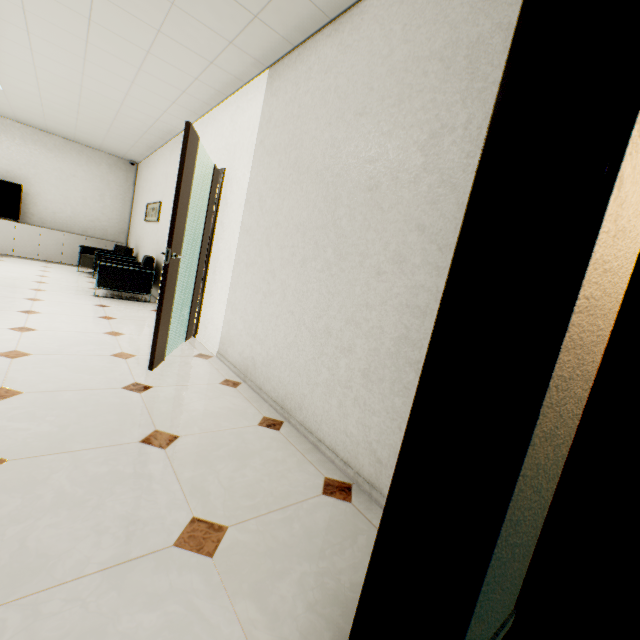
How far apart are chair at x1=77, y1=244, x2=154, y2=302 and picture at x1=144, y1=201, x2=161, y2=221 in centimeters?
73cm

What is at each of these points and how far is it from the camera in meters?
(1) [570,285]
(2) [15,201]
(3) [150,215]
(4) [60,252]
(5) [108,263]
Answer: (1) door, 0.6
(2) tv, 7.3
(3) picture, 6.9
(4) cupboard, 7.8
(5) chair, 5.2

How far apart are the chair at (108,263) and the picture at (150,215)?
0.7 meters

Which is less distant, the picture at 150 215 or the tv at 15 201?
the picture at 150 215

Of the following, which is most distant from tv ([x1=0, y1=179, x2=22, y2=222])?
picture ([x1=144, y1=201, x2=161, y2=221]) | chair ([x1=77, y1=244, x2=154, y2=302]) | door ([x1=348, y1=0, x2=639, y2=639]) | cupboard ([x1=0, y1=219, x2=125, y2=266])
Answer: door ([x1=348, y1=0, x2=639, y2=639])

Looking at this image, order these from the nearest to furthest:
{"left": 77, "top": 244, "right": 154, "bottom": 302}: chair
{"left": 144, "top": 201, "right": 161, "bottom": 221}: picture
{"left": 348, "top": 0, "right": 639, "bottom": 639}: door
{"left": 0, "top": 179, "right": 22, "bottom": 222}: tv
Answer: {"left": 348, "top": 0, "right": 639, "bottom": 639}: door < {"left": 77, "top": 244, "right": 154, "bottom": 302}: chair < {"left": 144, "top": 201, "right": 161, "bottom": 221}: picture < {"left": 0, "top": 179, "right": 22, "bottom": 222}: tv

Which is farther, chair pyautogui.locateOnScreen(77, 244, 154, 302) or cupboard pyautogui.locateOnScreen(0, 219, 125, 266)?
cupboard pyautogui.locateOnScreen(0, 219, 125, 266)

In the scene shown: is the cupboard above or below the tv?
below
